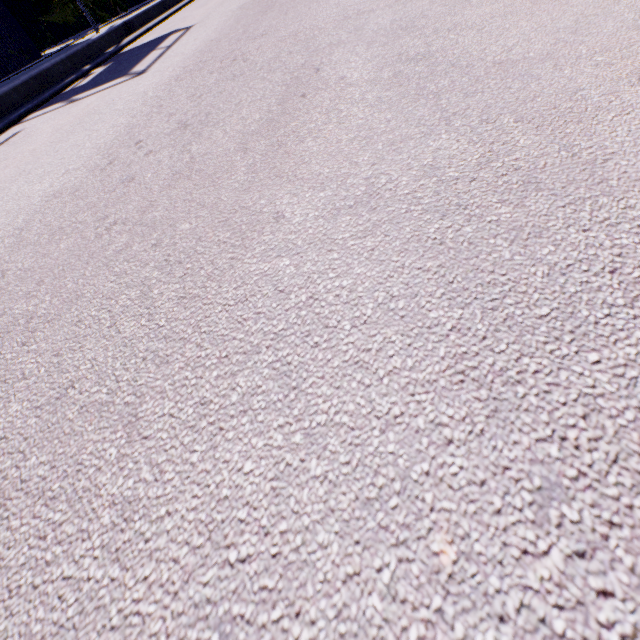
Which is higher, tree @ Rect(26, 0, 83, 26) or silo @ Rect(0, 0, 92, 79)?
silo @ Rect(0, 0, 92, 79)

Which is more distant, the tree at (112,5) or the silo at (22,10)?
the tree at (112,5)

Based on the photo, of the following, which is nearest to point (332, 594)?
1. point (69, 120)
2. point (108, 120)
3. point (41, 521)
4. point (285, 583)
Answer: point (285, 583)

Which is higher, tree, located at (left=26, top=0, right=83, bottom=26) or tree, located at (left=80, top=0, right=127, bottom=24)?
tree, located at (left=26, top=0, right=83, bottom=26)

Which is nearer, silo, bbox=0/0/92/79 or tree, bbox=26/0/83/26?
silo, bbox=0/0/92/79
